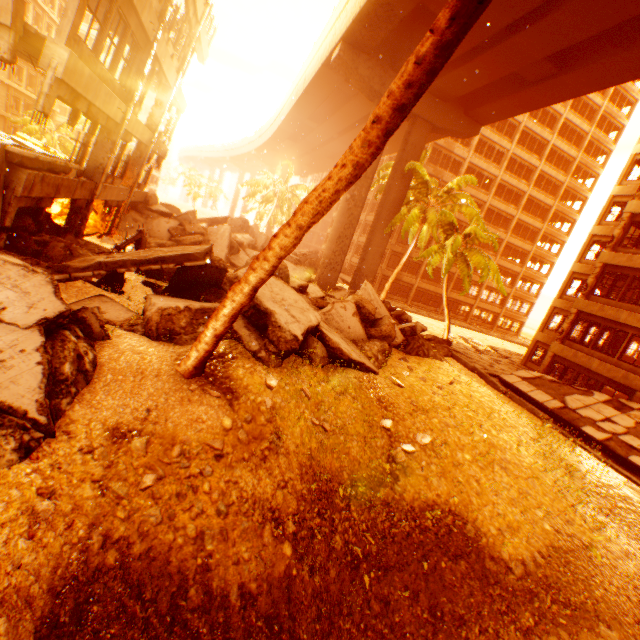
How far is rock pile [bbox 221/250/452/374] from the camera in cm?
824

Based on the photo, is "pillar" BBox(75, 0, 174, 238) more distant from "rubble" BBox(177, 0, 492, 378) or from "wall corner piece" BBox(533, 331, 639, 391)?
"wall corner piece" BBox(533, 331, 639, 391)

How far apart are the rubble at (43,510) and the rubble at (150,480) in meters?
1.1 m

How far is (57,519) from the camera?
4.2m

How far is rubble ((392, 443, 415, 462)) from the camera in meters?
7.9

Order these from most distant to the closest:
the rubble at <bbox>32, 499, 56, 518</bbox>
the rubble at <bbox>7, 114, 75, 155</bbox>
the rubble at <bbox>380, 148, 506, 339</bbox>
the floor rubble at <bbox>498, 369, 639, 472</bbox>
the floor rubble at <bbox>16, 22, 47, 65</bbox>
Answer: the rubble at <bbox>7, 114, 75, 155</bbox> → the rubble at <bbox>380, 148, 506, 339</bbox> → the floor rubble at <bbox>498, 369, 639, 472</bbox> → the floor rubble at <bbox>16, 22, 47, 65</bbox> → the rubble at <bbox>32, 499, 56, 518</bbox>

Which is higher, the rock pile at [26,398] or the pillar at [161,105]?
the pillar at [161,105]
